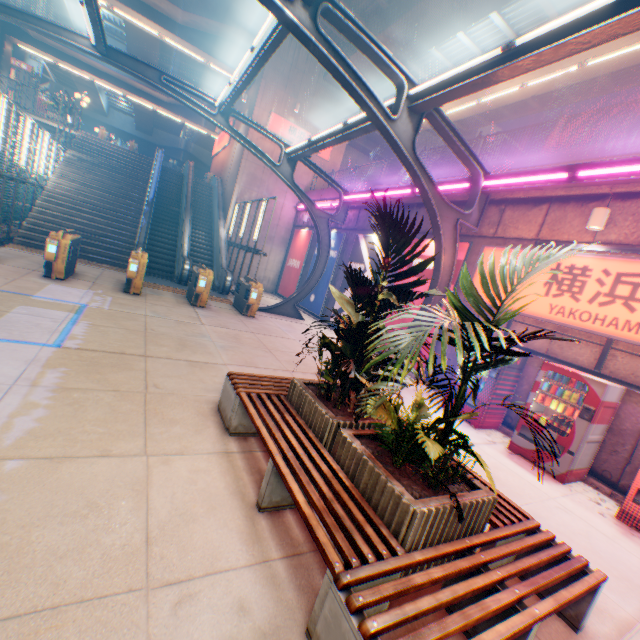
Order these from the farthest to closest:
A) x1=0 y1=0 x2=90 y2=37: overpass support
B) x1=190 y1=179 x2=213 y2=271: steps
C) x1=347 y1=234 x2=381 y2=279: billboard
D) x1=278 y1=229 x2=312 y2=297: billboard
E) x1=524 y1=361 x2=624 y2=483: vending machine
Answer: x1=0 y1=0 x2=90 y2=37: overpass support < x1=278 y1=229 x2=312 y2=297: billboard < x1=190 y1=179 x2=213 y2=271: steps < x1=347 y1=234 x2=381 y2=279: billboard < x1=524 y1=361 x2=624 y2=483: vending machine

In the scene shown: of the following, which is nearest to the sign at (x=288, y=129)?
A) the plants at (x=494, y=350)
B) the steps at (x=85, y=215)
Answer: the steps at (x=85, y=215)

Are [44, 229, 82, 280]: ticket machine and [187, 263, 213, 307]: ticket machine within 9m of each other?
yes

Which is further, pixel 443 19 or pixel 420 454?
pixel 443 19

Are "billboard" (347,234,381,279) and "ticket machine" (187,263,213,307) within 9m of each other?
yes

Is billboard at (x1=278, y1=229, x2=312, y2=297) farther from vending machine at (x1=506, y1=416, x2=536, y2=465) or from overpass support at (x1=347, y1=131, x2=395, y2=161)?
vending machine at (x1=506, y1=416, x2=536, y2=465)

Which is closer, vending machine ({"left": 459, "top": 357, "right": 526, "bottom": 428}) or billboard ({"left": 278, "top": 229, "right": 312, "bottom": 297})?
vending machine ({"left": 459, "top": 357, "right": 526, "bottom": 428})

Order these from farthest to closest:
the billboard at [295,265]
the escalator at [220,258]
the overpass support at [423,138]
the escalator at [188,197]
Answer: the overpass support at [423,138] < the billboard at [295,265] < the escalator at [220,258] < the escalator at [188,197]
